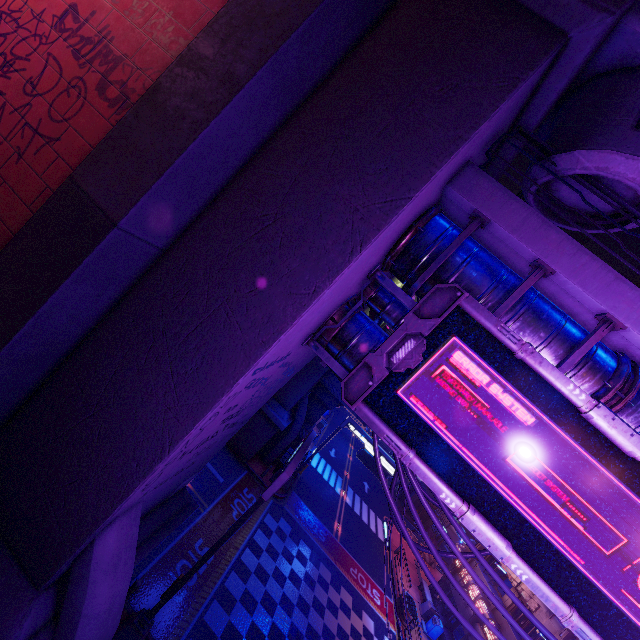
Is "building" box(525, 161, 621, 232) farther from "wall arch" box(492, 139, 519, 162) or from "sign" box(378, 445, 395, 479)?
"sign" box(378, 445, 395, 479)

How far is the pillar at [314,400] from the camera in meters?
25.8

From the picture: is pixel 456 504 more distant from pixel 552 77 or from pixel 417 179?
pixel 552 77

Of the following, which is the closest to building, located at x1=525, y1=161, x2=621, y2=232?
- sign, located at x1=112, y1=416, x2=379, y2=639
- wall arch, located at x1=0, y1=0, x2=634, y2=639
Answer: wall arch, located at x1=0, y1=0, x2=634, y2=639

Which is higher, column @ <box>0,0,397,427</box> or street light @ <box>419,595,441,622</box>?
column @ <box>0,0,397,427</box>

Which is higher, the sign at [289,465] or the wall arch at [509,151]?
the wall arch at [509,151]

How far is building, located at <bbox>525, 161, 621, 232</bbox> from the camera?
6.71m

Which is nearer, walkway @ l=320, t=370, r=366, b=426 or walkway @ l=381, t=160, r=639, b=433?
walkway @ l=381, t=160, r=639, b=433
